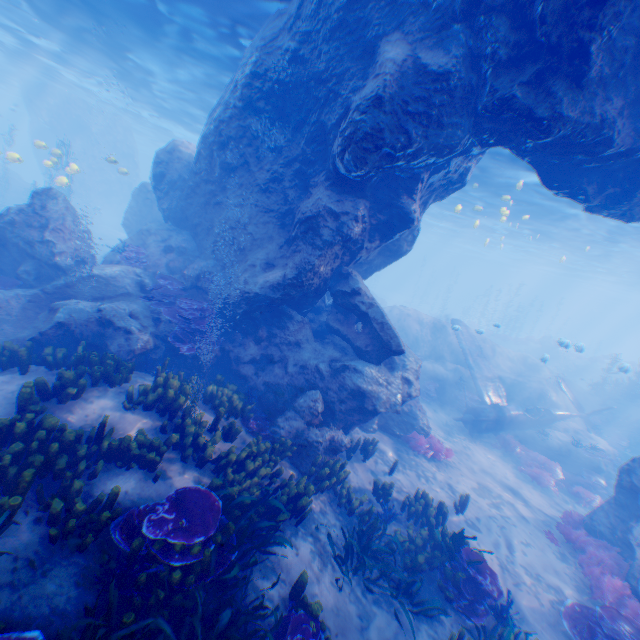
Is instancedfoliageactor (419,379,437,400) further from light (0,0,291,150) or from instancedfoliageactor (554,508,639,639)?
instancedfoliageactor (554,508,639,639)

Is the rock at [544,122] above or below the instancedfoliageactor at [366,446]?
above

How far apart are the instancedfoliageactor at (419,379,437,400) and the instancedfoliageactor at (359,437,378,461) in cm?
839

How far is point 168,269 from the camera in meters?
13.0 m

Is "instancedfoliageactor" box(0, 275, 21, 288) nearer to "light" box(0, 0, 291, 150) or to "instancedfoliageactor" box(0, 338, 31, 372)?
"instancedfoliageactor" box(0, 338, 31, 372)

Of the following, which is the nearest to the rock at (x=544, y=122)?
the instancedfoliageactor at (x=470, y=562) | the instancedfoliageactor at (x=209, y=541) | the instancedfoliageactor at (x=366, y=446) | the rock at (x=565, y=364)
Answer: the instancedfoliageactor at (x=209, y=541)

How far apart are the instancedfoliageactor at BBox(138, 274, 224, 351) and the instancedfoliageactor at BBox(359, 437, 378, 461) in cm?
564

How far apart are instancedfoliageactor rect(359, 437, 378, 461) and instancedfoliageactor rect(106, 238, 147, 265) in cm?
1040
